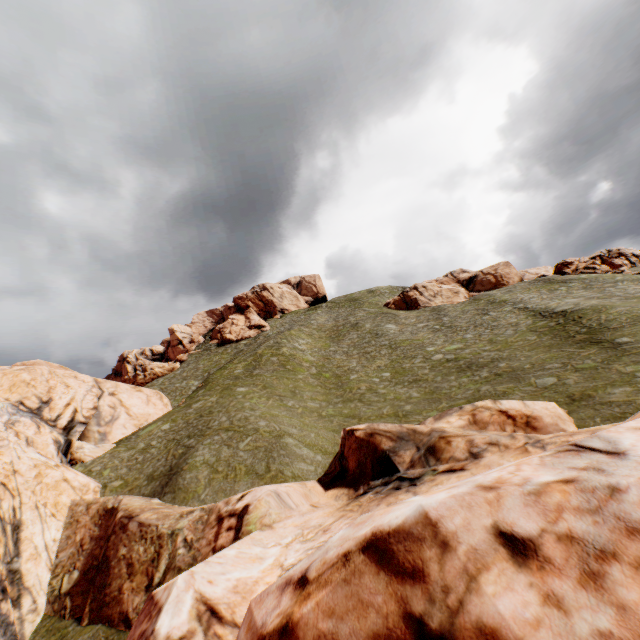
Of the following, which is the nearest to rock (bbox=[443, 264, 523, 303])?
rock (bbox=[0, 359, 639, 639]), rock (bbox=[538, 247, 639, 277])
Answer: rock (bbox=[538, 247, 639, 277])

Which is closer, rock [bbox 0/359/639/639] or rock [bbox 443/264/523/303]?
rock [bbox 0/359/639/639]

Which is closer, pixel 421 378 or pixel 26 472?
pixel 26 472

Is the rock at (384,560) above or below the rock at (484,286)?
below

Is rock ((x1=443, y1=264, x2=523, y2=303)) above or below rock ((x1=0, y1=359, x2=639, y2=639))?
above

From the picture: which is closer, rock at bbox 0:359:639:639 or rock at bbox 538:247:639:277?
rock at bbox 0:359:639:639

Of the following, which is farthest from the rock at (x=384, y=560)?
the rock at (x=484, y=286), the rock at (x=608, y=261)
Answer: the rock at (x=608, y=261)

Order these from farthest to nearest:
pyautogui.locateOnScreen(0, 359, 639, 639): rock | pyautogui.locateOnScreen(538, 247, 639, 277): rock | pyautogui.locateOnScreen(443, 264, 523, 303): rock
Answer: pyautogui.locateOnScreen(443, 264, 523, 303): rock, pyautogui.locateOnScreen(538, 247, 639, 277): rock, pyautogui.locateOnScreen(0, 359, 639, 639): rock
